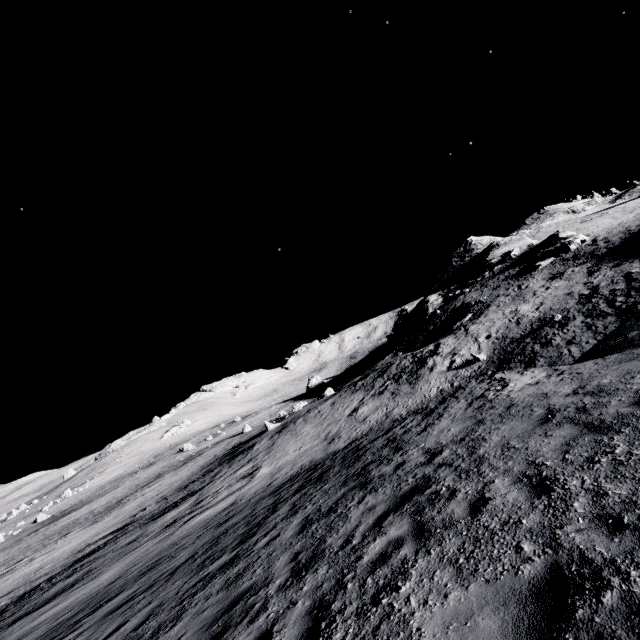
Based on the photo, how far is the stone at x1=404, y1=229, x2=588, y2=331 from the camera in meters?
36.9 m

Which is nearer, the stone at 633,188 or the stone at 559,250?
the stone at 559,250

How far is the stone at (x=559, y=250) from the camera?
36.9 meters

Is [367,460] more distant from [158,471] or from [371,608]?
[158,471]

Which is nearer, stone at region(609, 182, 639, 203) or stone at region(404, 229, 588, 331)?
→ stone at region(404, 229, 588, 331)
